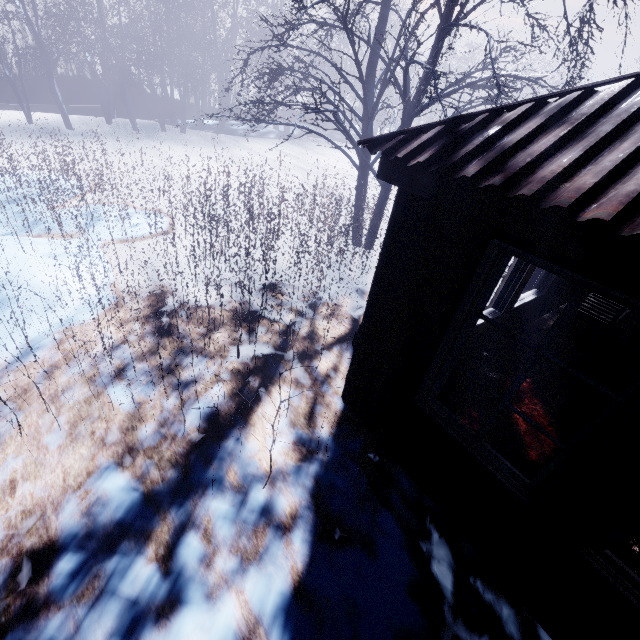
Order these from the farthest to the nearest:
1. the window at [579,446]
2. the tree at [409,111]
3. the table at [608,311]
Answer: the table at [608,311] → the tree at [409,111] → the window at [579,446]

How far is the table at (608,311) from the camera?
4.6 meters

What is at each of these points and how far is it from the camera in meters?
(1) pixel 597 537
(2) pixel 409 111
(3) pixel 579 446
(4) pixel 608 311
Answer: (1) window, 1.6
(2) tree, 5.1
(3) window, 1.6
(4) table, 4.9

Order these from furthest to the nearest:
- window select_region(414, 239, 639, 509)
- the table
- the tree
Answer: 1. the table
2. the tree
3. window select_region(414, 239, 639, 509)

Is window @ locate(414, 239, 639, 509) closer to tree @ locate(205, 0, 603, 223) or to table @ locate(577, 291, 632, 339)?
tree @ locate(205, 0, 603, 223)

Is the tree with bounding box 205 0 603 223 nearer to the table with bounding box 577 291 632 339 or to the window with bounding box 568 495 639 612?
the table with bounding box 577 291 632 339

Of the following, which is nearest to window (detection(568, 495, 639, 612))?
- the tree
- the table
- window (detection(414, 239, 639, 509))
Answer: window (detection(414, 239, 639, 509))
